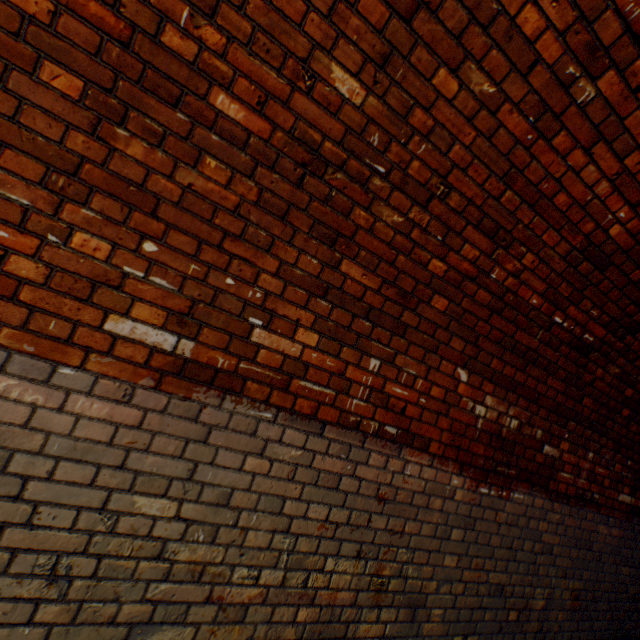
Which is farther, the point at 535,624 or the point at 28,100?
the point at 535,624
